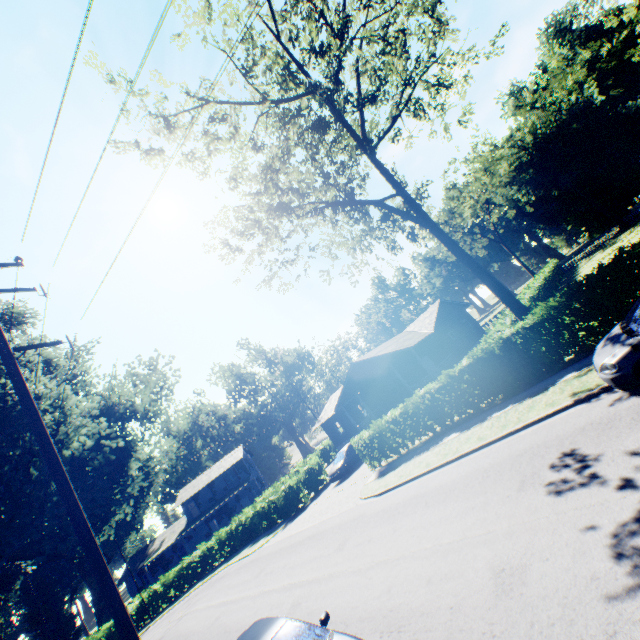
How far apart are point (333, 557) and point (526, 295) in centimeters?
2170cm

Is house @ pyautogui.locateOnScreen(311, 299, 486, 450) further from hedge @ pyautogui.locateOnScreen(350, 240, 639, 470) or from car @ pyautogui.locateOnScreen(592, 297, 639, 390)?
car @ pyautogui.locateOnScreen(592, 297, 639, 390)

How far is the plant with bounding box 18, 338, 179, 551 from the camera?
15.9 meters

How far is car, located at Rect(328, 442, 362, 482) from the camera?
24.0m

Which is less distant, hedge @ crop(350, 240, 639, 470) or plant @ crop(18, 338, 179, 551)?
hedge @ crop(350, 240, 639, 470)

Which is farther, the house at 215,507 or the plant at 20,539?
the house at 215,507

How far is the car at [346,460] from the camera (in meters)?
23.95

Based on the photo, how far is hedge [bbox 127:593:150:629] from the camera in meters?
29.2
